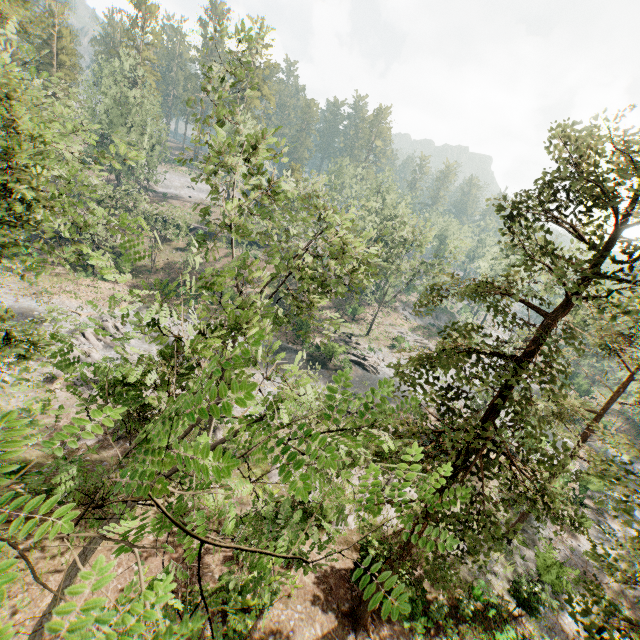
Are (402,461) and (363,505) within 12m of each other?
yes

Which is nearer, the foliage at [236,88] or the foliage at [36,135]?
the foliage at [236,88]

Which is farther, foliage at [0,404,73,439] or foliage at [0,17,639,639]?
foliage at [0,17,639,639]

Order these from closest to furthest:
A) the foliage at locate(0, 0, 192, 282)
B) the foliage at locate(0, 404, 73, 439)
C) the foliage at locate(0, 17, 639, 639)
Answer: the foliage at locate(0, 404, 73, 439) < the foliage at locate(0, 17, 639, 639) < the foliage at locate(0, 0, 192, 282)
